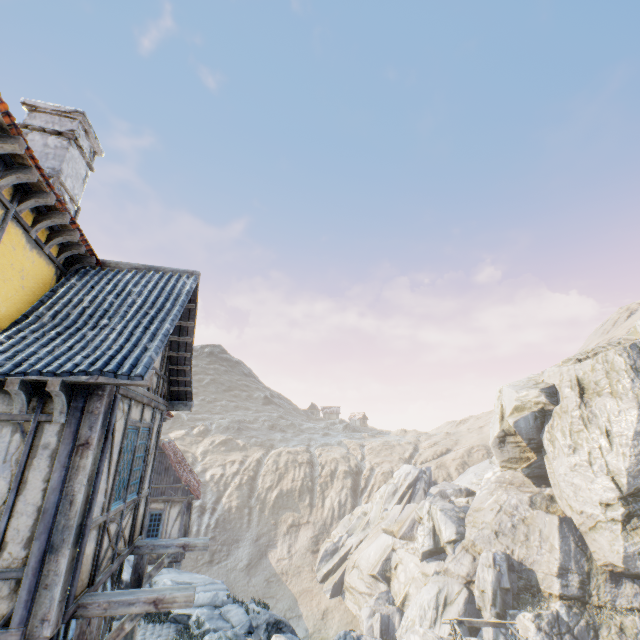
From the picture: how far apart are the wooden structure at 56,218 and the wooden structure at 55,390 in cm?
273

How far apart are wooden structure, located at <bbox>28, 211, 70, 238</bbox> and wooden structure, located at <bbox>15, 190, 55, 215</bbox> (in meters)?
0.35

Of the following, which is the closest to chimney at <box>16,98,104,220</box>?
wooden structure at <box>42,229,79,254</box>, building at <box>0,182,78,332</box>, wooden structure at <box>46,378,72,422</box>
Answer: building at <box>0,182,78,332</box>

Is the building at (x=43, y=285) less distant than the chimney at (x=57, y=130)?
Yes

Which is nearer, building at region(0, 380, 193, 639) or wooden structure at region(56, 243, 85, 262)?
building at region(0, 380, 193, 639)

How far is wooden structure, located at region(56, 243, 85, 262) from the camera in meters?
6.3

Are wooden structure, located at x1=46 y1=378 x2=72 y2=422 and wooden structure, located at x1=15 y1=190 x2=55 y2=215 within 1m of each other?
no

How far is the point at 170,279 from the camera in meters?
7.4 m
